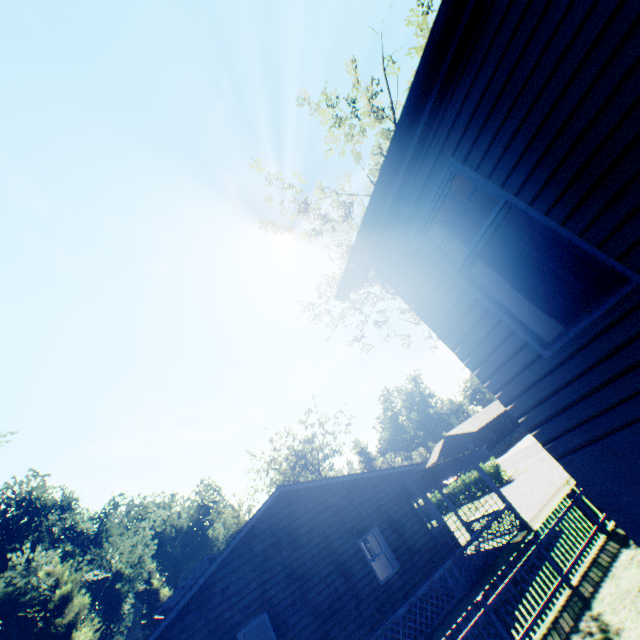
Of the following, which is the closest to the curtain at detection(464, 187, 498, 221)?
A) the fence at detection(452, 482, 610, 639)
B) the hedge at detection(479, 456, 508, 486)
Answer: the fence at detection(452, 482, 610, 639)

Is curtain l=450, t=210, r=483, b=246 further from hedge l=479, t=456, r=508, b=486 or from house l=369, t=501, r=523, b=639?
hedge l=479, t=456, r=508, b=486

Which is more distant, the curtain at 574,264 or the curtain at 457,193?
the curtain at 457,193

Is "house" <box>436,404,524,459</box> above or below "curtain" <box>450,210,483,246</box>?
below

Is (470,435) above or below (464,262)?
below

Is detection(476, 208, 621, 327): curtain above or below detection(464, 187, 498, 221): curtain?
below

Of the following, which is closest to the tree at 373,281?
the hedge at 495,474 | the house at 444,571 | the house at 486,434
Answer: the house at 444,571

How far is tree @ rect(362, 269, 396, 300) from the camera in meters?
19.9
